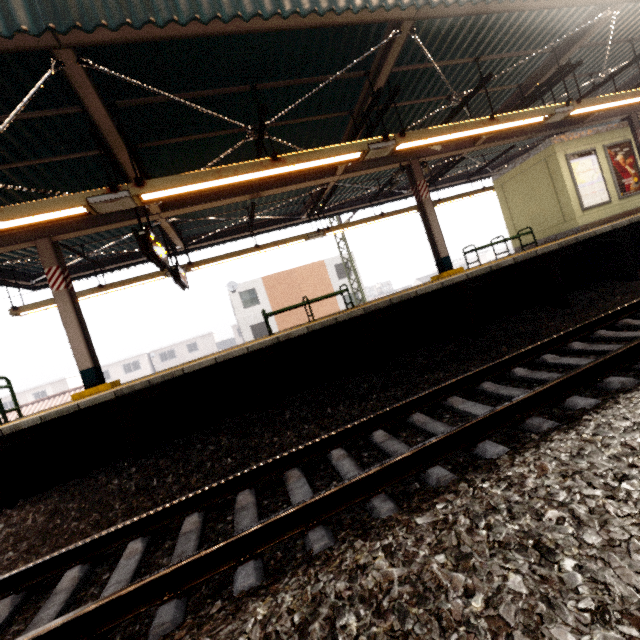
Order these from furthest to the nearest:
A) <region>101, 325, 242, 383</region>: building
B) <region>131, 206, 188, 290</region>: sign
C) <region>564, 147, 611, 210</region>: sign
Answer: <region>101, 325, 242, 383</region>: building → <region>564, 147, 611, 210</region>: sign → <region>131, 206, 188, 290</region>: sign

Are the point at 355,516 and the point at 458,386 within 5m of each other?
yes

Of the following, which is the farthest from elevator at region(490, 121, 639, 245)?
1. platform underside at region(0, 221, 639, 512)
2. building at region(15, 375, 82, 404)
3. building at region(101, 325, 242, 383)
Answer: building at region(15, 375, 82, 404)

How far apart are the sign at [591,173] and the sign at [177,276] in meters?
11.6 m

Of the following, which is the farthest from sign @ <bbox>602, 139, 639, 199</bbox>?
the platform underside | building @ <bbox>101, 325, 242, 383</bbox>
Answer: building @ <bbox>101, 325, 242, 383</bbox>

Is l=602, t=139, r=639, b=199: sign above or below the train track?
above

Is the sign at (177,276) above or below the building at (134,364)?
above

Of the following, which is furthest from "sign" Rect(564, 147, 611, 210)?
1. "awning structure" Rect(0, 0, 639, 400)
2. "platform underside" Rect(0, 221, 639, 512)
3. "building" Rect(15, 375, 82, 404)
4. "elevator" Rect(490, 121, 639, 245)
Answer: "building" Rect(15, 375, 82, 404)
